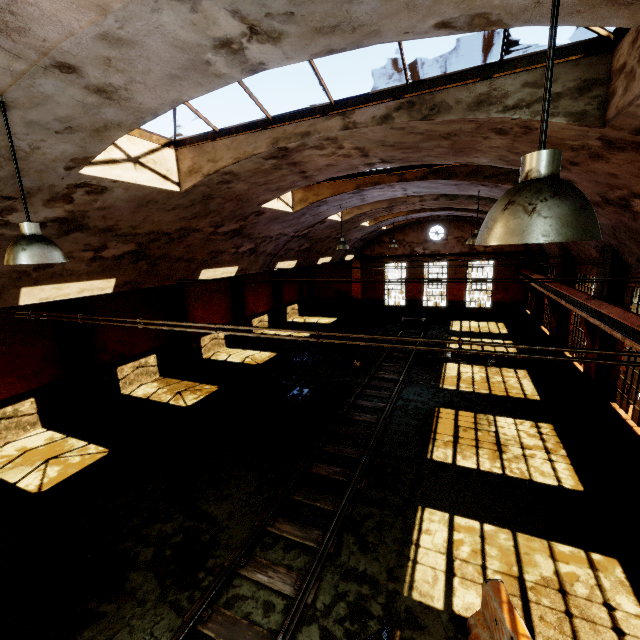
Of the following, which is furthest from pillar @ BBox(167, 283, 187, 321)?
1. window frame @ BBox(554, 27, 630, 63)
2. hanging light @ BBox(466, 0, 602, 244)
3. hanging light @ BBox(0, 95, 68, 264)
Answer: hanging light @ BBox(466, 0, 602, 244)

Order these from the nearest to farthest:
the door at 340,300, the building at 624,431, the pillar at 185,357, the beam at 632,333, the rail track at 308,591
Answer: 1. the rail track at 308,591
2. the beam at 632,333
3. the building at 624,431
4. the pillar at 185,357
5. the door at 340,300

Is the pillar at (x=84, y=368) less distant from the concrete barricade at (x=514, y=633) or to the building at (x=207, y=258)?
the building at (x=207, y=258)

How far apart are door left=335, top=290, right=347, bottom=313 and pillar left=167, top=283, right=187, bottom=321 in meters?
15.0

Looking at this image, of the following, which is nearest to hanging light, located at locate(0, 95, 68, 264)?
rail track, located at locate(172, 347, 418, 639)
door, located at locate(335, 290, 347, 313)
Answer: rail track, located at locate(172, 347, 418, 639)

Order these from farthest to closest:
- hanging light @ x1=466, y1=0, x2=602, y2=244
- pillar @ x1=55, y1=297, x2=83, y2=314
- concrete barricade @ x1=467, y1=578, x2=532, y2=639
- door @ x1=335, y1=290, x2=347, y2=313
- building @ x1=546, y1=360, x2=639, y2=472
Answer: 1. door @ x1=335, y1=290, x2=347, y2=313
2. pillar @ x1=55, y1=297, x2=83, y2=314
3. building @ x1=546, y1=360, x2=639, y2=472
4. concrete barricade @ x1=467, y1=578, x2=532, y2=639
5. hanging light @ x1=466, y1=0, x2=602, y2=244

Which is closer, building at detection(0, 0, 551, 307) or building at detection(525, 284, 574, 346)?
building at detection(0, 0, 551, 307)

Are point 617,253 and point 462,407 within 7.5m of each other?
yes
